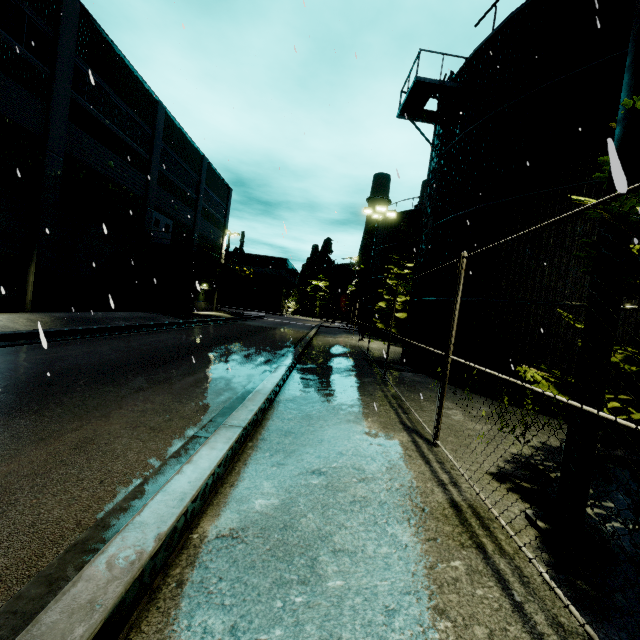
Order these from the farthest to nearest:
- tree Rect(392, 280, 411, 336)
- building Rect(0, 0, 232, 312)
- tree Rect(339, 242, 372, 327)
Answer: tree Rect(339, 242, 372, 327), tree Rect(392, 280, 411, 336), building Rect(0, 0, 232, 312)

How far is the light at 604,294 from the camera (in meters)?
3.08

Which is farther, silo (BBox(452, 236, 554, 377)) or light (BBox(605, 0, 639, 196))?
silo (BBox(452, 236, 554, 377))

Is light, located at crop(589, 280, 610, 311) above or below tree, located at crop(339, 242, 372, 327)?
below

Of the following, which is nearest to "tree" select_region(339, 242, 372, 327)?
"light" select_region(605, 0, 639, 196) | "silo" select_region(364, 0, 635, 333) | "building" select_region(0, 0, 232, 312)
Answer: "silo" select_region(364, 0, 635, 333)

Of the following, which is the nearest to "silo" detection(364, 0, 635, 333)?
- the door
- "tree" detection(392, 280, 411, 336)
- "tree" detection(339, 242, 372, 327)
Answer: "tree" detection(392, 280, 411, 336)

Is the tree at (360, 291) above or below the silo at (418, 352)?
above

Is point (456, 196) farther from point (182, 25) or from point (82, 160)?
point (82, 160)
